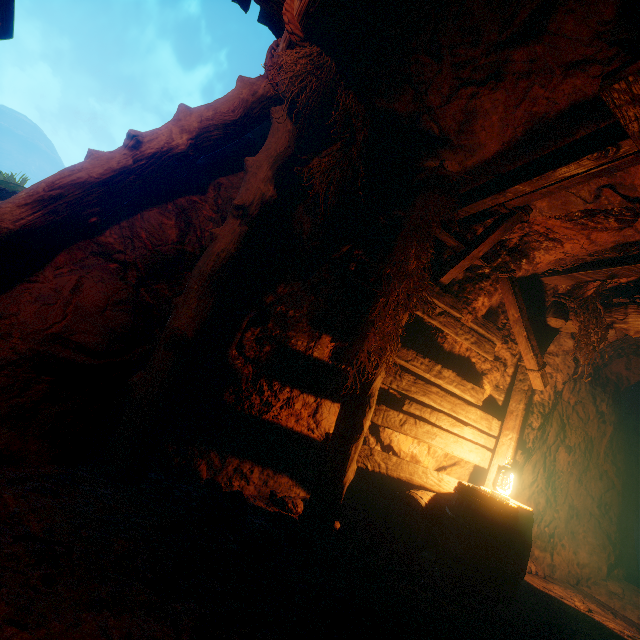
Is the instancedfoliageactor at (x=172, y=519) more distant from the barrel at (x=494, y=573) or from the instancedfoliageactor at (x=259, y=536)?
the barrel at (x=494, y=573)

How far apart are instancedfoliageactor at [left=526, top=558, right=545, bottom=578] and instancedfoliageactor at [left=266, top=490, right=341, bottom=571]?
4.6 meters

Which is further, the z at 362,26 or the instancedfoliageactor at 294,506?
the instancedfoliageactor at 294,506

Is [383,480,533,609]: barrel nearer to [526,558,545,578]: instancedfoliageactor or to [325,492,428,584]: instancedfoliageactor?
[325,492,428,584]: instancedfoliageactor

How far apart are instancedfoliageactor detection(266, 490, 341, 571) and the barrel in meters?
1.4

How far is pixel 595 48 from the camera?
2.32m

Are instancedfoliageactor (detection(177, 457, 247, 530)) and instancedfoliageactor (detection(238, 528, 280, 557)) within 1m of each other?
yes

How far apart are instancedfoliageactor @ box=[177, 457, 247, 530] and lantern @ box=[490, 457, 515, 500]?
3.05m
